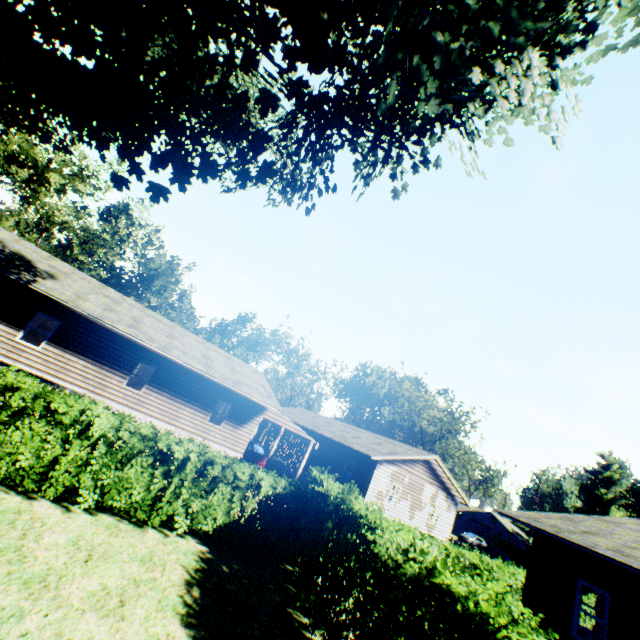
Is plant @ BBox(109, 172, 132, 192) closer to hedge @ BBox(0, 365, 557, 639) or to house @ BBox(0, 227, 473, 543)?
hedge @ BBox(0, 365, 557, 639)

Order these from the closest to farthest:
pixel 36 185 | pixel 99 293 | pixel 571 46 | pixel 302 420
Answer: pixel 571 46 → pixel 99 293 → pixel 36 185 → pixel 302 420

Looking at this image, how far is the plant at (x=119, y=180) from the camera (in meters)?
8.97

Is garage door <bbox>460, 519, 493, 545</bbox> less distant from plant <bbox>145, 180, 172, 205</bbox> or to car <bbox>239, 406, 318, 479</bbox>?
car <bbox>239, 406, 318, 479</bbox>

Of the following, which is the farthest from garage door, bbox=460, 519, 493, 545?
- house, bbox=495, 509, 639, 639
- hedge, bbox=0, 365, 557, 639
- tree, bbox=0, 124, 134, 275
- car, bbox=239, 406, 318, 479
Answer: tree, bbox=0, 124, 134, 275

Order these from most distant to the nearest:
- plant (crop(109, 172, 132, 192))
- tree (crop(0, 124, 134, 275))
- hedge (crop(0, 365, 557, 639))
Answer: tree (crop(0, 124, 134, 275)) → plant (crop(109, 172, 132, 192)) → hedge (crop(0, 365, 557, 639))

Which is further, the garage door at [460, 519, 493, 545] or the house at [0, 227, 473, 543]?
the garage door at [460, 519, 493, 545]
